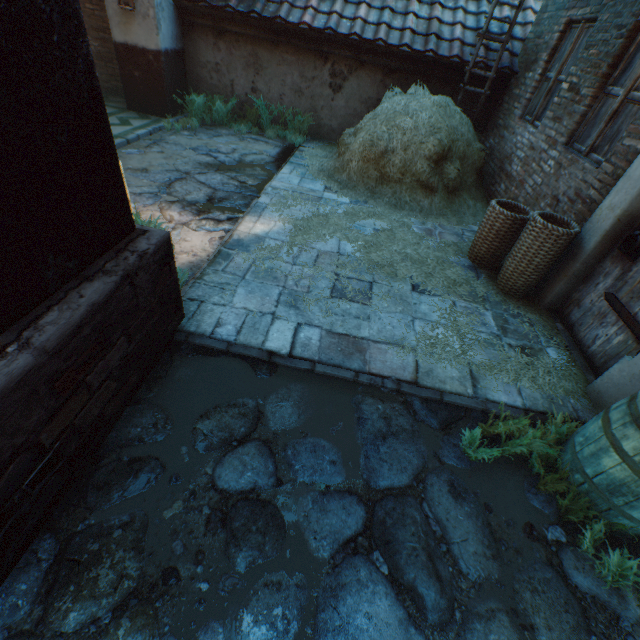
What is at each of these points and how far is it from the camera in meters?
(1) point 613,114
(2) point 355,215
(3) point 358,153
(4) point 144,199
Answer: (1) building, 3.7 m
(2) straw, 5.0 m
(3) straw pile, 5.7 m
(4) ground stones, 4.5 m

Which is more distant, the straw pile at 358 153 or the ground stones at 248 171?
the straw pile at 358 153

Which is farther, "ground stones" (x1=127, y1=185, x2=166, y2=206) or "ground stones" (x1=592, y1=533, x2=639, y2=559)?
"ground stones" (x1=127, y1=185, x2=166, y2=206)

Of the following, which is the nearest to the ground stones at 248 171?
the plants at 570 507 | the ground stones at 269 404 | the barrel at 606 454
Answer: the ground stones at 269 404

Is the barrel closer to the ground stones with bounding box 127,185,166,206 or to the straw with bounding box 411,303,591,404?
the straw with bounding box 411,303,591,404

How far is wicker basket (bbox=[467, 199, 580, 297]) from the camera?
3.44m

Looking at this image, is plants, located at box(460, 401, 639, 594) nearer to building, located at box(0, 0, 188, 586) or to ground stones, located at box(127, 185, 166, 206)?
building, located at box(0, 0, 188, 586)

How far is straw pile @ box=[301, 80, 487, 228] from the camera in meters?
5.4 m
